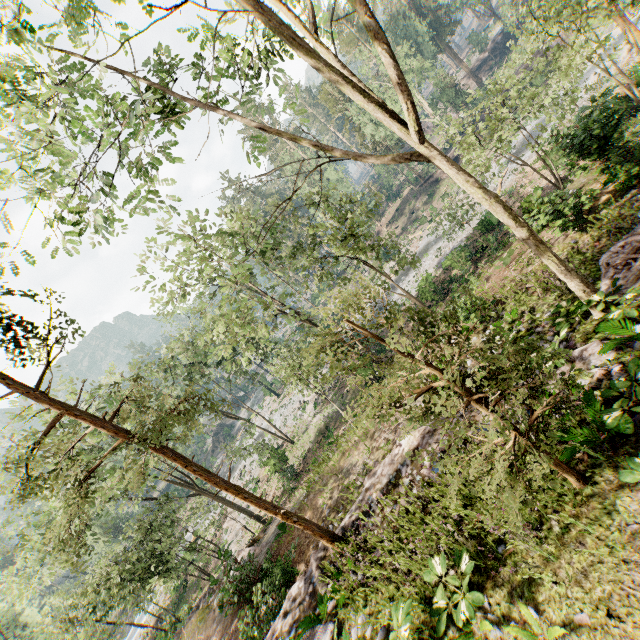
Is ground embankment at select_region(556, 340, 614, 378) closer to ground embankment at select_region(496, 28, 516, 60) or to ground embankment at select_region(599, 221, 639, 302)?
ground embankment at select_region(599, 221, 639, 302)

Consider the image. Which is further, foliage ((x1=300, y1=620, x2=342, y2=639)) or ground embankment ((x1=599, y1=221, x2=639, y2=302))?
ground embankment ((x1=599, y1=221, x2=639, y2=302))

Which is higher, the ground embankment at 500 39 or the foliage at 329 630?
the foliage at 329 630

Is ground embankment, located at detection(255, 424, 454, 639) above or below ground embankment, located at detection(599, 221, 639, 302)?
above

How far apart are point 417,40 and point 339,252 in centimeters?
5939cm

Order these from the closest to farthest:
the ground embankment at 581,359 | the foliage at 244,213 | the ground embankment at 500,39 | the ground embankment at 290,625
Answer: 1. the foliage at 244,213
2. the ground embankment at 581,359
3. the ground embankment at 290,625
4. the ground embankment at 500,39

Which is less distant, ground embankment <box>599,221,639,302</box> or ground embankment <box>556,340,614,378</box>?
ground embankment <box>556,340,614,378</box>

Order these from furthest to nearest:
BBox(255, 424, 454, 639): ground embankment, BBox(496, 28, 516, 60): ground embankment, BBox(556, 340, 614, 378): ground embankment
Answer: BBox(496, 28, 516, 60): ground embankment, BBox(255, 424, 454, 639): ground embankment, BBox(556, 340, 614, 378): ground embankment
